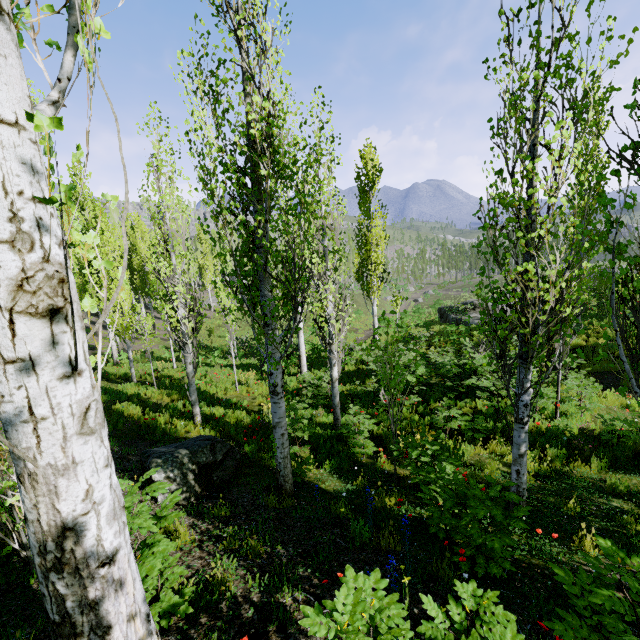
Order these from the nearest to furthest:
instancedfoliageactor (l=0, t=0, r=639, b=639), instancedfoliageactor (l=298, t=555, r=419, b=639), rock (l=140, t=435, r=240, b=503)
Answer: A:
instancedfoliageactor (l=0, t=0, r=639, b=639)
instancedfoliageactor (l=298, t=555, r=419, b=639)
rock (l=140, t=435, r=240, b=503)

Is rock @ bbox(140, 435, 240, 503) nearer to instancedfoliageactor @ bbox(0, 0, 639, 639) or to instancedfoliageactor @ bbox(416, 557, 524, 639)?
instancedfoliageactor @ bbox(0, 0, 639, 639)

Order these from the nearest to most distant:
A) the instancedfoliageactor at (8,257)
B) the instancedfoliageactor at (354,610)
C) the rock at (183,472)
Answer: the instancedfoliageactor at (8,257)
the instancedfoliageactor at (354,610)
the rock at (183,472)

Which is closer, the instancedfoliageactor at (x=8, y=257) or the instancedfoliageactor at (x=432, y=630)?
the instancedfoliageactor at (x=8, y=257)

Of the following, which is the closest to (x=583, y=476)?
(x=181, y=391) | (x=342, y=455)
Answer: (x=342, y=455)

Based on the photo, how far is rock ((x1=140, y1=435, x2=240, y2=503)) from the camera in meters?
5.2

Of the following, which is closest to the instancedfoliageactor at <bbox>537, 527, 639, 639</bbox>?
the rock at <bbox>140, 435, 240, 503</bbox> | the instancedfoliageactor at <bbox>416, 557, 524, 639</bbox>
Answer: the rock at <bbox>140, 435, 240, 503</bbox>
